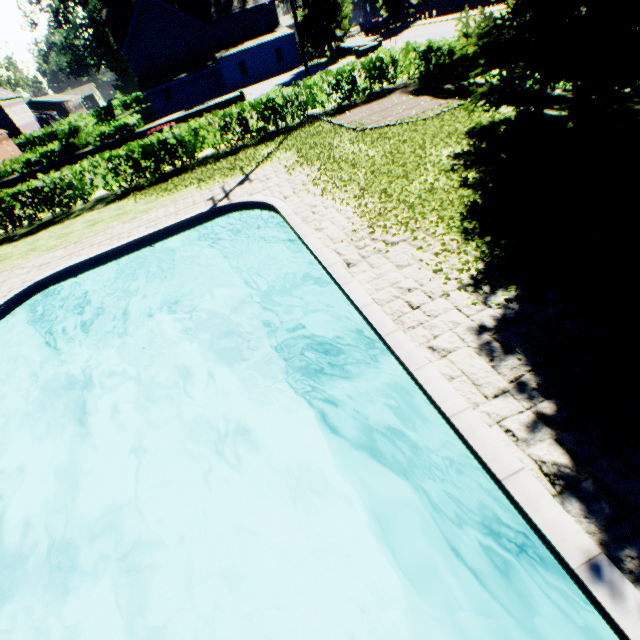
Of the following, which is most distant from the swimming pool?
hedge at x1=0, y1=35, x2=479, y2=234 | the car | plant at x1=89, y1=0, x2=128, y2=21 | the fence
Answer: the car

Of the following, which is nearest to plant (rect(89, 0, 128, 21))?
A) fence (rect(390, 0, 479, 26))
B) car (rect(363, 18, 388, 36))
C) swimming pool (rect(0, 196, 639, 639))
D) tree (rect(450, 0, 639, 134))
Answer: fence (rect(390, 0, 479, 26))

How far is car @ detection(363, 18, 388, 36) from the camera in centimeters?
4641cm

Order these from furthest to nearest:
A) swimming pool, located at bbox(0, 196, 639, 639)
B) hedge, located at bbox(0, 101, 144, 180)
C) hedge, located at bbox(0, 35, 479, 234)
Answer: hedge, located at bbox(0, 101, 144, 180) → hedge, located at bbox(0, 35, 479, 234) → swimming pool, located at bbox(0, 196, 639, 639)

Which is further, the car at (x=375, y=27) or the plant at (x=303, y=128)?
the car at (x=375, y=27)

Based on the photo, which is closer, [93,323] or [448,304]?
[448,304]

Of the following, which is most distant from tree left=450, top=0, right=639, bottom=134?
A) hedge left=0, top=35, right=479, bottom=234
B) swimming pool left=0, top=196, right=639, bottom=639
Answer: swimming pool left=0, top=196, right=639, bottom=639

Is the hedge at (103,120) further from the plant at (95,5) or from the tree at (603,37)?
the plant at (95,5)
